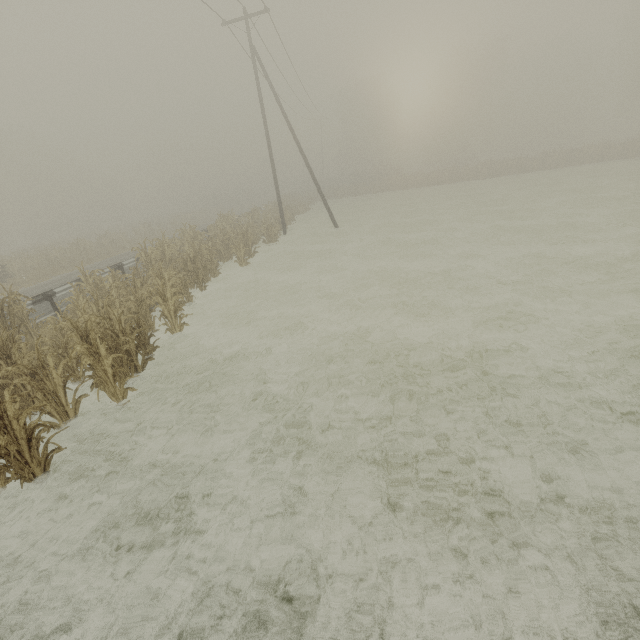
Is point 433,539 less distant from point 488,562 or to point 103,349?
point 488,562

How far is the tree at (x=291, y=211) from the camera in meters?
28.2

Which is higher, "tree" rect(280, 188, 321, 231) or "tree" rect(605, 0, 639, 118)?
"tree" rect(605, 0, 639, 118)

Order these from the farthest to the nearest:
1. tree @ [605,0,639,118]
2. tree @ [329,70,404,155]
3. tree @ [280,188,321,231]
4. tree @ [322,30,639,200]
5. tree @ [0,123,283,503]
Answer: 1. tree @ [329,70,404,155]
2. tree @ [605,0,639,118]
3. tree @ [322,30,639,200]
4. tree @ [280,188,321,231]
5. tree @ [0,123,283,503]

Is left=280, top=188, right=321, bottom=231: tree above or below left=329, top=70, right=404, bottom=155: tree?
below

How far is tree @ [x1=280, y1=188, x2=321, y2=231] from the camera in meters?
28.2 m

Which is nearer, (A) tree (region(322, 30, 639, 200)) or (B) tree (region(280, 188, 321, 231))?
(B) tree (region(280, 188, 321, 231))
